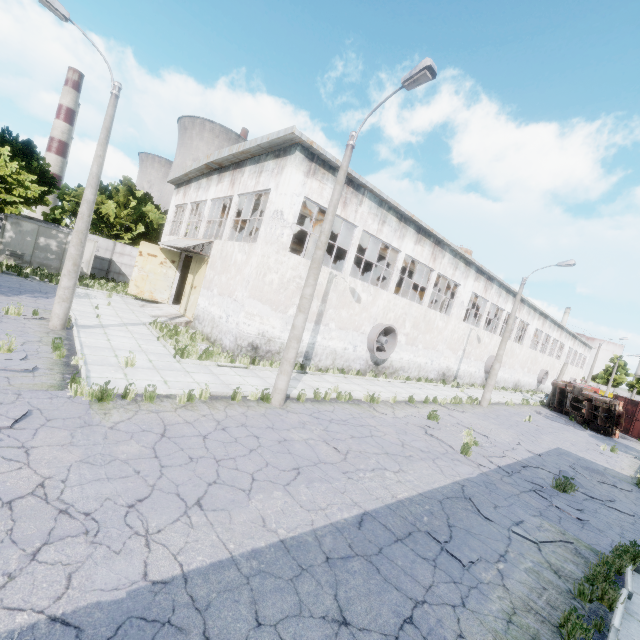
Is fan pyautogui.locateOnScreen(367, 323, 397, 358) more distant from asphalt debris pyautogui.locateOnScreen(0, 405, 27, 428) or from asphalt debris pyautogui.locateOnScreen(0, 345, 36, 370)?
asphalt debris pyautogui.locateOnScreen(0, 405, 27, 428)

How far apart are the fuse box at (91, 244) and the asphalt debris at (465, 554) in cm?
2960

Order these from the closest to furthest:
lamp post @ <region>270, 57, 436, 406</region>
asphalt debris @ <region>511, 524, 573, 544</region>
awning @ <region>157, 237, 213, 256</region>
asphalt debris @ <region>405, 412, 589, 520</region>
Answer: asphalt debris @ <region>511, 524, 573, 544</region>
lamp post @ <region>270, 57, 436, 406</region>
asphalt debris @ <region>405, 412, 589, 520</region>
awning @ <region>157, 237, 213, 256</region>

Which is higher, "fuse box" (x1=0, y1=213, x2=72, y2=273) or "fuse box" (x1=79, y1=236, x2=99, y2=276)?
"fuse box" (x1=79, y1=236, x2=99, y2=276)

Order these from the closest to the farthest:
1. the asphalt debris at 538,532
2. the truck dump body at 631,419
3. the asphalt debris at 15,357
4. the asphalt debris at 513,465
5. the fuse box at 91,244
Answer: the asphalt debris at 538,532 < the asphalt debris at 15,357 < the asphalt debris at 513,465 < the fuse box at 91,244 < the truck dump body at 631,419

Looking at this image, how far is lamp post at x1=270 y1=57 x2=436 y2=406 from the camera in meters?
8.4 m

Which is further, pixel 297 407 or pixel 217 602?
pixel 297 407

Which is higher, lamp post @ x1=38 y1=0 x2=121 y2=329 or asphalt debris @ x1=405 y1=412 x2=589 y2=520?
lamp post @ x1=38 y1=0 x2=121 y2=329
